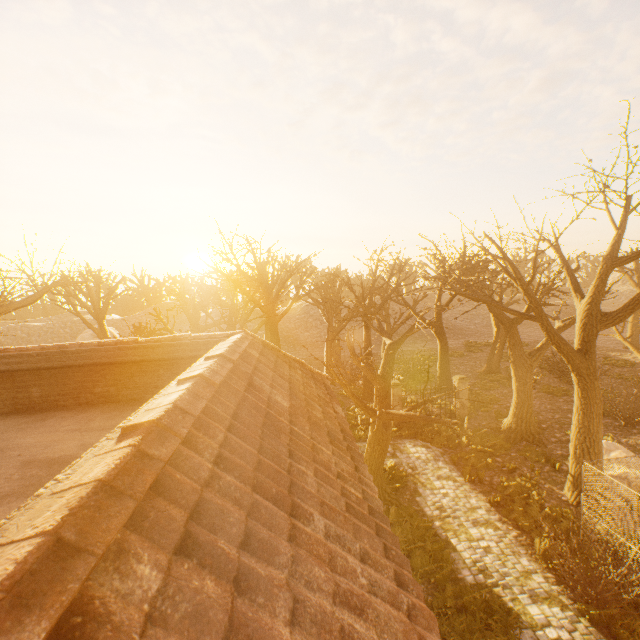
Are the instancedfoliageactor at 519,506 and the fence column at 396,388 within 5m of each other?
no

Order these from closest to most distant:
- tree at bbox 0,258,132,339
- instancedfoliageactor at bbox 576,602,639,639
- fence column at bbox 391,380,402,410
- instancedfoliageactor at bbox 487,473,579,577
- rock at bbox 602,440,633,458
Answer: instancedfoliageactor at bbox 576,602,639,639 < instancedfoliageactor at bbox 487,473,579,577 < rock at bbox 602,440,633,458 < tree at bbox 0,258,132,339 < fence column at bbox 391,380,402,410

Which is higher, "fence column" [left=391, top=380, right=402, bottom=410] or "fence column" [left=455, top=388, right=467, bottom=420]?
"fence column" [left=391, top=380, right=402, bottom=410]

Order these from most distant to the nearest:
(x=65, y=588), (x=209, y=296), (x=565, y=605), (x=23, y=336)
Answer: (x=23, y=336) < (x=209, y=296) < (x=565, y=605) < (x=65, y=588)

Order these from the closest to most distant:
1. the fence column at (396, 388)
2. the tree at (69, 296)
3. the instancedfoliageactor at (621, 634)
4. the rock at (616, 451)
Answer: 1. the instancedfoliageactor at (621, 634)
2. the rock at (616, 451)
3. the tree at (69, 296)
4. the fence column at (396, 388)

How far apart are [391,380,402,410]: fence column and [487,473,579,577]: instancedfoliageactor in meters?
7.8

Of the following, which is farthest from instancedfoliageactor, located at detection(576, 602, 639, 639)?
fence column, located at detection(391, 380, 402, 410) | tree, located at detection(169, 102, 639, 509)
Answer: fence column, located at detection(391, 380, 402, 410)

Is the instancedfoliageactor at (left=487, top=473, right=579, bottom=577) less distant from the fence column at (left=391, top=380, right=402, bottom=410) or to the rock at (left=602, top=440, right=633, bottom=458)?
the rock at (left=602, top=440, right=633, bottom=458)
